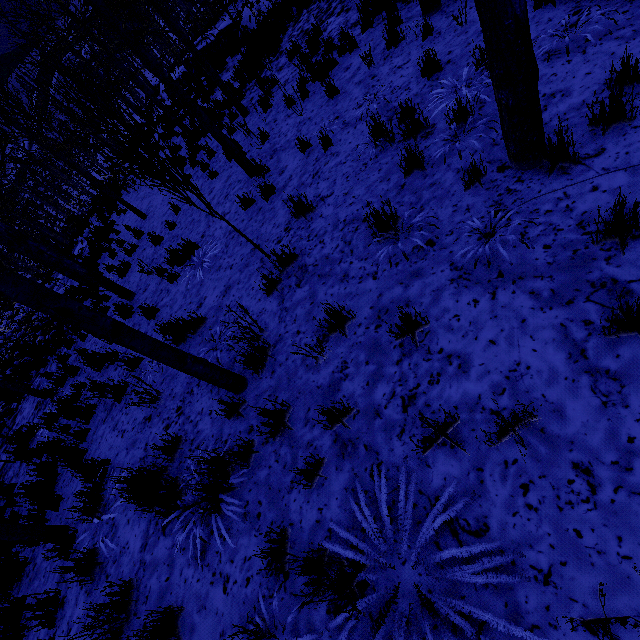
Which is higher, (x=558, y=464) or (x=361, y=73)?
(x=558, y=464)

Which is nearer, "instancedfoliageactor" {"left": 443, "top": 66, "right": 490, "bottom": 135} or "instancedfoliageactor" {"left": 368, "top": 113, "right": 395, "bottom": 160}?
"instancedfoliageactor" {"left": 443, "top": 66, "right": 490, "bottom": 135}

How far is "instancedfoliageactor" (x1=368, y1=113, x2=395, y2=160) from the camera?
4.2 meters

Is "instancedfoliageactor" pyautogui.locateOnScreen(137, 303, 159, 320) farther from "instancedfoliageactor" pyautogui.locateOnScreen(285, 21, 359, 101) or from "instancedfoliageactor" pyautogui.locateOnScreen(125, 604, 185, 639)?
"instancedfoliageactor" pyautogui.locateOnScreen(285, 21, 359, 101)

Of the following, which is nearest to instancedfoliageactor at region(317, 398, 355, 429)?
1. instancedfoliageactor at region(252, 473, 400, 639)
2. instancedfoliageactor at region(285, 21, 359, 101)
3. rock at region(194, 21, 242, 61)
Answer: instancedfoliageactor at region(252, 473, 400, 639)

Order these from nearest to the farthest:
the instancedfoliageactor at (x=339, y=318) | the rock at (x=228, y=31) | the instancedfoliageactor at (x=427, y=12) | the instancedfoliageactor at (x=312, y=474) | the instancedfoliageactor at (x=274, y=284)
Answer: the instancedfoliageactor at (x=312, y=474)
the instancedfoliageactor at (x=339, y=318)
the instancedfoliageactor at (x=274, y=284)
the instancedfoliageactor at (x=427, y=12)
the rock at (x=228, y=31)

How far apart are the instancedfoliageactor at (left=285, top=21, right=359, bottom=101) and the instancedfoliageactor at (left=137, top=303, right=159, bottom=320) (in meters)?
4.93

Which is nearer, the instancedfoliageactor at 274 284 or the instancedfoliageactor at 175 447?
the instancedfoliageactor at 175 447
